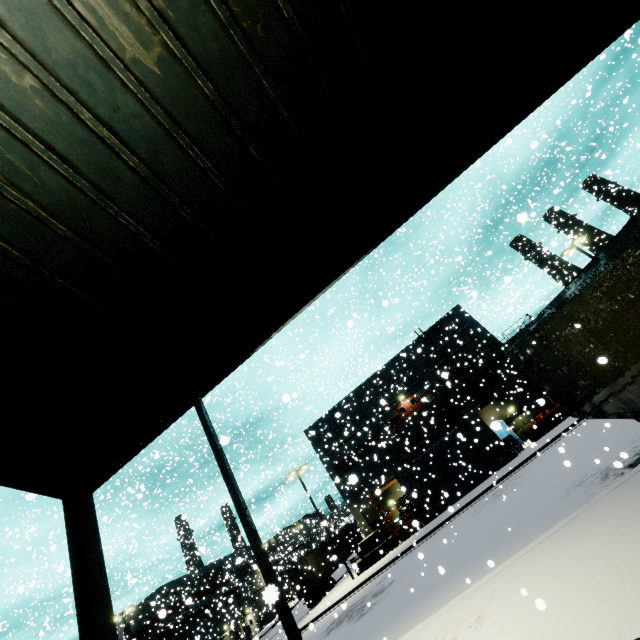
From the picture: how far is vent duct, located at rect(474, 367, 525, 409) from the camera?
32.84m

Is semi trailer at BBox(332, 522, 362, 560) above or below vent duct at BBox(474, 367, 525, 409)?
below

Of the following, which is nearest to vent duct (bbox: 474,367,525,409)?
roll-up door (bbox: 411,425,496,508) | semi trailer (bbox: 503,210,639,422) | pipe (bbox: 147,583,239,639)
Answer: semi trailer (bbox: 503,210,639,422)

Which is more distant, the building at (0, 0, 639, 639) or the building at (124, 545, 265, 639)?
the building at (124, 545, 265, 639)

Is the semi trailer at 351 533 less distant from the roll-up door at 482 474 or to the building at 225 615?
the building at 225 615

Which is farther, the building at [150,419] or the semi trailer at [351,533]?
the semi trailer at [351,533]

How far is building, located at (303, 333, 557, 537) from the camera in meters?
26.4 m

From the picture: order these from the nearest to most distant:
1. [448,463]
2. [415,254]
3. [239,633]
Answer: [448,463] → [239,633] → [415,254]
